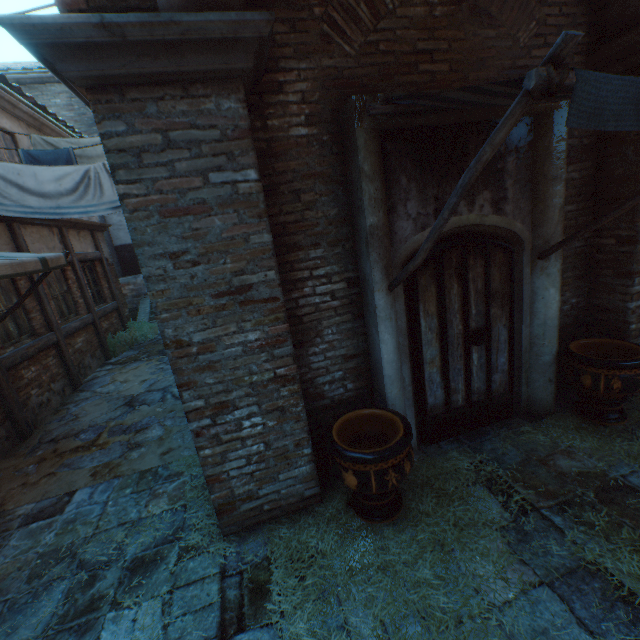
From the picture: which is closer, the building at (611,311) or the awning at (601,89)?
the awning at (601,89)

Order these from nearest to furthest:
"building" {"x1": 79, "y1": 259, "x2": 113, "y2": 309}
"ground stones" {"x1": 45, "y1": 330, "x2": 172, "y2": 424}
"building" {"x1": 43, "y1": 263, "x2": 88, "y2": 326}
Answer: "ground stones" {"x1": 45, "y1": 330, "x2": 172, "y2": 424} < "building" {"x1": 43, "y1": 263, "x2": 88, "y2": 326} < "building" {"x1": 79, "y1": 259, "x2": 113, "y2": 309}

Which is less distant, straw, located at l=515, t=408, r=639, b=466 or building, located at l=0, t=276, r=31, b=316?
straw, located at l=515, t=408, r=639, b=466

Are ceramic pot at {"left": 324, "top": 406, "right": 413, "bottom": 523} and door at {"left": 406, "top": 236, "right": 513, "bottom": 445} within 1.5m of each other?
yes

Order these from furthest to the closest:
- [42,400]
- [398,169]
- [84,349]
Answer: [84,349]
[42,400]
[398,169]

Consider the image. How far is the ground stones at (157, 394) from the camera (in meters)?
5.22

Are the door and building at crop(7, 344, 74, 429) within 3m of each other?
no

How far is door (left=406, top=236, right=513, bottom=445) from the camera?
3.4 meters
